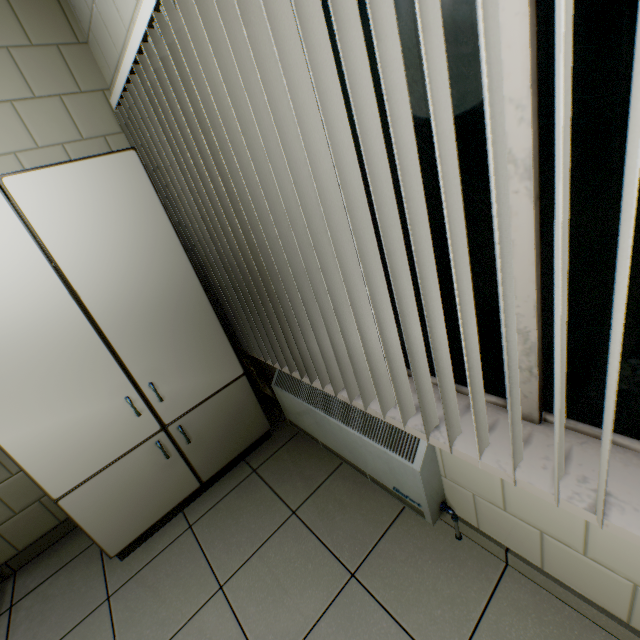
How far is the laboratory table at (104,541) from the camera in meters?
1.8

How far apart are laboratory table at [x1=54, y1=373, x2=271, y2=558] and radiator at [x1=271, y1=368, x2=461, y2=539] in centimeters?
21cm

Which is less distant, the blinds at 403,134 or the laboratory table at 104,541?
the blinds at 403,134

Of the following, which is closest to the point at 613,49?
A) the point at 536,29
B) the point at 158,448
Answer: the point at 536,29

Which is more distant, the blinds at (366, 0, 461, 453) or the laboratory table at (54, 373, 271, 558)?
the laboratory table at (54, 373, 271, 558)

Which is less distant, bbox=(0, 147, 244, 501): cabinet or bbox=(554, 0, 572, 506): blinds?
bbox=(554, 0, 572, 506): blinds

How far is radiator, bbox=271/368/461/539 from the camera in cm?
140
